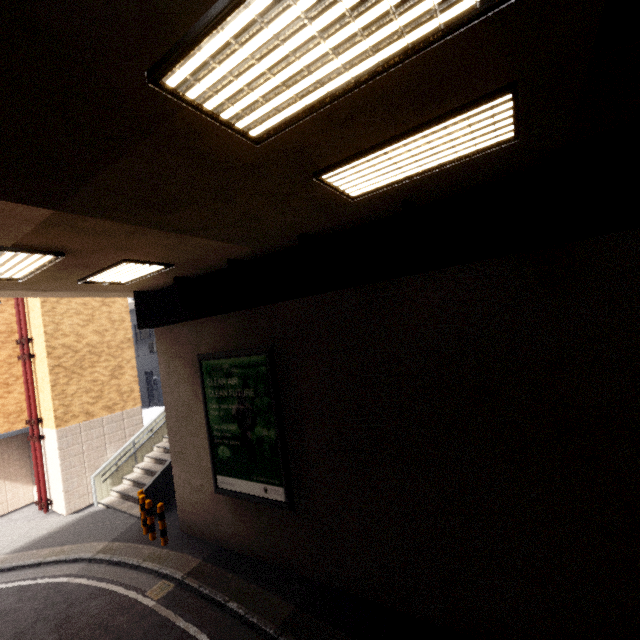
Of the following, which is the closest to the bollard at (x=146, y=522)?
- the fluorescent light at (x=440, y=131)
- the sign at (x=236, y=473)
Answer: the sign at (x=236, y=473)

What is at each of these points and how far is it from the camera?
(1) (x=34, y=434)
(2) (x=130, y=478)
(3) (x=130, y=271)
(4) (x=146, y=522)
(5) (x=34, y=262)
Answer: (1) pipe, 11.7 meters
(2) stairs, 12.3 meters
(3) fluorescent light, 6.7 meters
(4) bollard, 9.4 meters
(5) fluorescent light, 5.2 meters

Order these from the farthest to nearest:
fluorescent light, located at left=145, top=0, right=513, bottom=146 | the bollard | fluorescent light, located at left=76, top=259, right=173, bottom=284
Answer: the bollard, fluorescent light, located at left=76, top=259, right=173, bottom=284, fluorescent light, located at left=145, top=0, right=513, bottom=146

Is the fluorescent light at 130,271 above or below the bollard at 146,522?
above

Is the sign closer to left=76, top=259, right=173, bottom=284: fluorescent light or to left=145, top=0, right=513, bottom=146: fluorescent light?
left=76, top=259, right=173, bottom=284: fluorescent light

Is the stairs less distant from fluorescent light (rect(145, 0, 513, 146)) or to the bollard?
the bollard

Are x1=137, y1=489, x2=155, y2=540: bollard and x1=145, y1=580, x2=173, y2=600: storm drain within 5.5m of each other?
yes

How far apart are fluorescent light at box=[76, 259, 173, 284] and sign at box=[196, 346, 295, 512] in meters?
2.3
